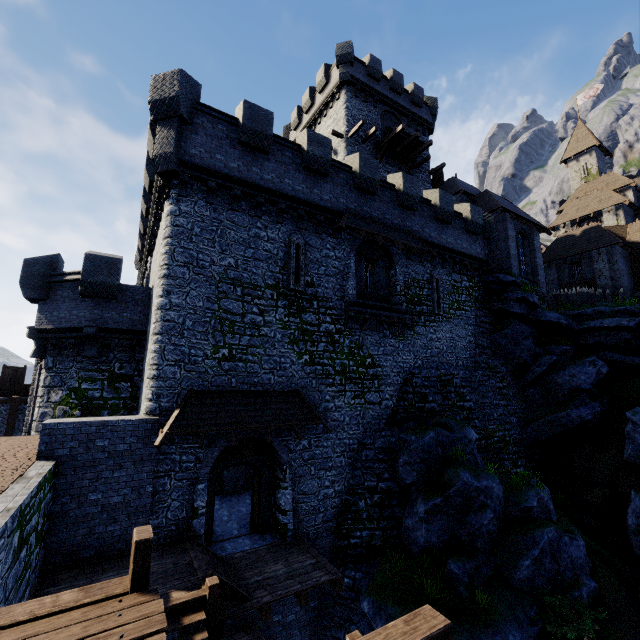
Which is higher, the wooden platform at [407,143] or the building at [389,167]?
the wooden platform at [407,143]

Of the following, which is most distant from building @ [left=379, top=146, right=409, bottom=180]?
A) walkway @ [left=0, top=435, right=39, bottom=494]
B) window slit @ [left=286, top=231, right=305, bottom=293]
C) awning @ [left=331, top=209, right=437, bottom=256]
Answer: walkway @ [left=0, top=435, right=39, bottom=494]

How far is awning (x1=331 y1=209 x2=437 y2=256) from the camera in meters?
15.1 m

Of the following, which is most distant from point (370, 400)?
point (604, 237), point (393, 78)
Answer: point (604, 237)

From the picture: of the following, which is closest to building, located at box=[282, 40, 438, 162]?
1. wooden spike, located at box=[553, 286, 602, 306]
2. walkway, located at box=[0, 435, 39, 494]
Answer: wooden spike, located at box=[553, 286, 602, 306]

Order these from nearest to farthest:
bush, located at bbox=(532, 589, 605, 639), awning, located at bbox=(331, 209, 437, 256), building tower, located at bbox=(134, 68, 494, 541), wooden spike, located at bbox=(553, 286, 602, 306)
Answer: bush, located at bbox=(532, 589, 605, 639), building tower, located at bbox=(134, 68, 494, 541), awning, located at bbox=(331, 209, 437, 256), wooden spike, located at bbox=(553, 286, 602, 306)

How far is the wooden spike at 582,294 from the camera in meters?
25.1

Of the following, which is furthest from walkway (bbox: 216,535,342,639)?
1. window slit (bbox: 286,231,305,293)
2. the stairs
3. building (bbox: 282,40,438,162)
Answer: building (bbox: 282,40,438,162)
